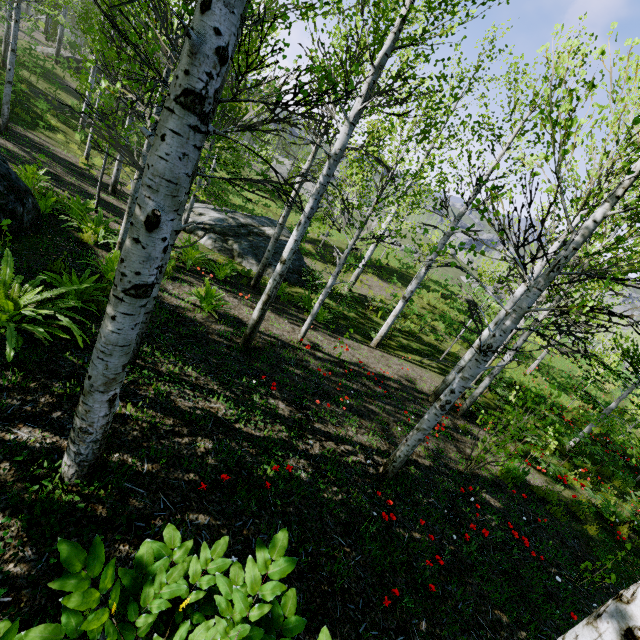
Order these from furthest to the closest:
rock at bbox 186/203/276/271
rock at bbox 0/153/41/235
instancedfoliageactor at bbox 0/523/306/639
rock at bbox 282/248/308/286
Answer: rock at bbox 282/248/308/286, rock at bbox 186/203/276/271, rock at bbox 0/153/41/235, instancedfoliageactor at bbox 0/523/306/639

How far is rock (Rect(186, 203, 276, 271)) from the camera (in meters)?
13.32

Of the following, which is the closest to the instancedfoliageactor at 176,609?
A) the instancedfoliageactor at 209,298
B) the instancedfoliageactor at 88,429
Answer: the instancedfoliageactor at 209,298

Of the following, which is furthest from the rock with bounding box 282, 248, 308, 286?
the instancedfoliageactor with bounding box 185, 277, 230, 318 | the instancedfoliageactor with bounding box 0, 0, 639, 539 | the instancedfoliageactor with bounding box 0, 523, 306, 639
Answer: the instancedfoliageactor with bounding box 0, 523, 306, 639

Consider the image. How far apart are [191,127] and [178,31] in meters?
2.7 m

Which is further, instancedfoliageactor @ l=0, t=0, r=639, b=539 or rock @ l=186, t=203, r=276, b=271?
rock @ l=186, t=203, r=276, b=271

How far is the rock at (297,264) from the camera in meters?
14.1

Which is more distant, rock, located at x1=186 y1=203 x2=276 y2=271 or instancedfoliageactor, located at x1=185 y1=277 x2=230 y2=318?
rock, located at x1=186 y1=203 x2=276 y2=271
